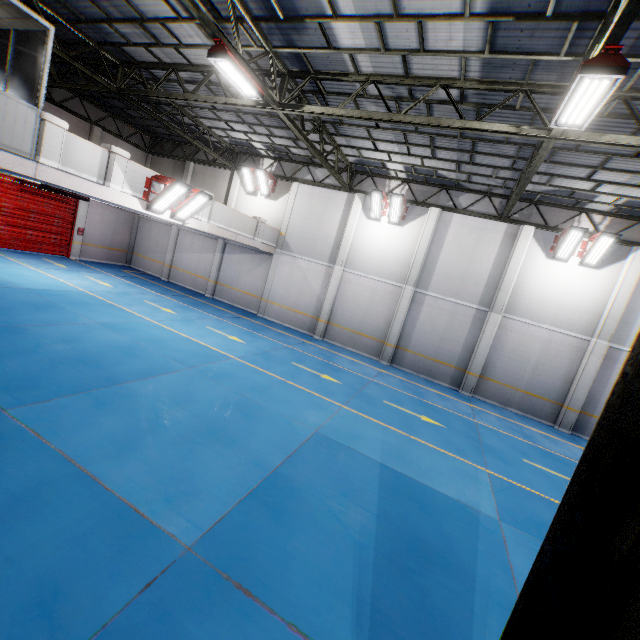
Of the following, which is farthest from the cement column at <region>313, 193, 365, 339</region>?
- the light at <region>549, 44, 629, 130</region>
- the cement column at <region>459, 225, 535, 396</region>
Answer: the light at <region>549, 44, 629, 130</region>

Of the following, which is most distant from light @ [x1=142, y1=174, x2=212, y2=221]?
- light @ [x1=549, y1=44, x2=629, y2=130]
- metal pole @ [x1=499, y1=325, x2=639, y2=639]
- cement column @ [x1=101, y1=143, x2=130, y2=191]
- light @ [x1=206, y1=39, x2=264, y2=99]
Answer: metal pole @ [x1=499, y1=325, x2=639, y2=639]

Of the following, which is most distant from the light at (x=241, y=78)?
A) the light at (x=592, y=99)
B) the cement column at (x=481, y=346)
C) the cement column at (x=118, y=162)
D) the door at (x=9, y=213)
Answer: the door at (x=9, y=213)

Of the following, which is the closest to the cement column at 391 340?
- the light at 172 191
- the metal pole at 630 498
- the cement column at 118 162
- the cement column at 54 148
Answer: the light at 172 191

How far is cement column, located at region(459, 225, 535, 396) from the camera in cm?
1398

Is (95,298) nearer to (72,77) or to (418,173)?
(72,77)

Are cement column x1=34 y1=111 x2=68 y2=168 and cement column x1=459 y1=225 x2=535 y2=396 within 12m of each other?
no

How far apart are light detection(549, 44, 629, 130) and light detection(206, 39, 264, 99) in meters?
7.0
